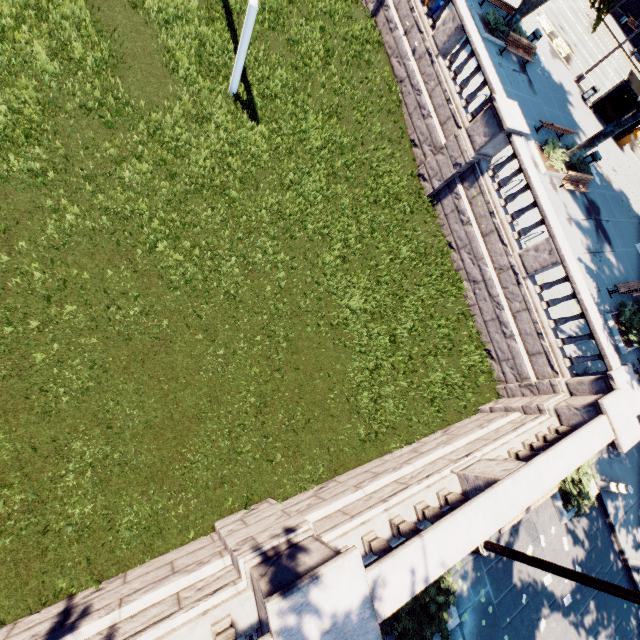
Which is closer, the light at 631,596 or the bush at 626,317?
the light at 631,596

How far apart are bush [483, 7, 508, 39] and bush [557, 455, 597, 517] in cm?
2182

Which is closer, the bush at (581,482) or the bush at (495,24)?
the bush at (581,482)

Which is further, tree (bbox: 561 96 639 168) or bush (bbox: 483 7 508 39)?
bush (bbox: 483 7 508 39)

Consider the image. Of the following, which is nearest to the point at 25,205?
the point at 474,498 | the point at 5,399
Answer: the point at 5,399

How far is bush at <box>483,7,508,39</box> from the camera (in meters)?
18.58

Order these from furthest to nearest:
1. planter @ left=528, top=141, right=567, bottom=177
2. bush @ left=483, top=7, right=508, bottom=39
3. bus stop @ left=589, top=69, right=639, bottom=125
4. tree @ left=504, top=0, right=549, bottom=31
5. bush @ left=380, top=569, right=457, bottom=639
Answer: bus stop @ left=589, top=69, right=639, bottom=125 → bush @ left=483, top=7, right=508, bottom=39 → tree @ left=504, top=0, right=549, bottom=31 → planter @ left=528, top=141, right=567, bottom=177 → bush @ left=380, top=569, right=457, bottom=639

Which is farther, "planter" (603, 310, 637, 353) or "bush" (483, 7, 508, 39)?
"bush" (483, 7, 508, 39)
